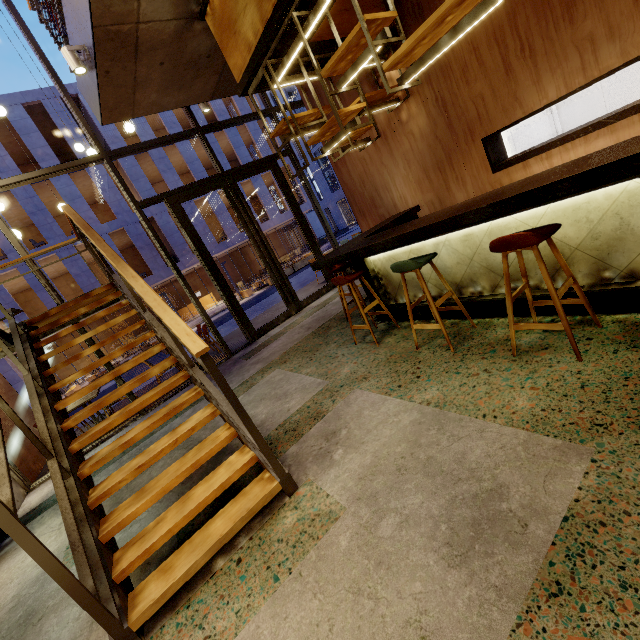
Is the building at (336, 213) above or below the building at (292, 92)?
below

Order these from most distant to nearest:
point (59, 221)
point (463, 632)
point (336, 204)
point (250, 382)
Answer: point (336, 204) → point (59, 221) → point (250, 382) → point (463, 632)

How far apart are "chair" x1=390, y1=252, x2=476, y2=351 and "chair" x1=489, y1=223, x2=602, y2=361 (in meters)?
0.57

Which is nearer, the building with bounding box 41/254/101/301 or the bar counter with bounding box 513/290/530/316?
the bar counter with bounding box 513/290/530/316

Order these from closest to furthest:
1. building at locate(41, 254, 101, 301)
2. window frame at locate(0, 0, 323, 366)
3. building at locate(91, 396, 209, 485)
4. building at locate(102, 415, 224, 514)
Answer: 1. building at locate(102, 415, 224, 514)
2. building at locate(91, 396, 209, 485)
3. window frame at locate(0, 0, 323, 366)
4. building at locate(41, 254, 101, 301)

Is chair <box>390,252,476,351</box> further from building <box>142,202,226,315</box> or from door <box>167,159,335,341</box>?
building <box>142,202,226,315</box>

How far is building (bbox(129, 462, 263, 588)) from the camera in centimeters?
241cm

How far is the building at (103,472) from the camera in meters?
4.5 m
